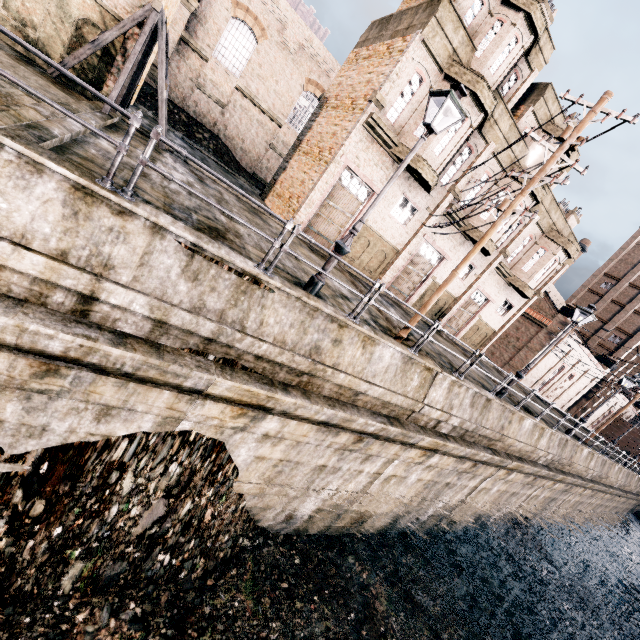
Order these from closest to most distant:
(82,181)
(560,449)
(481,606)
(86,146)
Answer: (82,181) → (86,146) → (481,606) → (560,449)

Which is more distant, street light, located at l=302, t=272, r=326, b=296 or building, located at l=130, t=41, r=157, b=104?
building, located at l=130, t=41, r=157, b=104

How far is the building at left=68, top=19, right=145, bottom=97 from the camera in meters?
11.5 m

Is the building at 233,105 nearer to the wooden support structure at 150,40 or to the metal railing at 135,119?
the wooden support structure at 150,40

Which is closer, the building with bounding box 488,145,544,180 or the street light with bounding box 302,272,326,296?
the street light with bounding box 302,272,326,296

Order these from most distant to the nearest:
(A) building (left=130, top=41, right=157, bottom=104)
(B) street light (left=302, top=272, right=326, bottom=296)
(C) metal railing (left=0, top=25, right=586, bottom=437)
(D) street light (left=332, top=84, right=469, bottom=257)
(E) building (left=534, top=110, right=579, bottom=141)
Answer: (E) building (left=534, top=110, right=579, bottom=141), (A) building (left=130, top=41, right=157, bottom=104), (B) street light (left=302, top=272, right=326, bottom=296), (D) street light (left=332, top=84, right=469, bottom=257), (C) metal railing (left=0, top=25, right=586, bottom=437)

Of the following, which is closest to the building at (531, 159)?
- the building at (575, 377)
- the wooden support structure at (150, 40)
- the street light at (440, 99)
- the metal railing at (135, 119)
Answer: the building at (575, 377)
